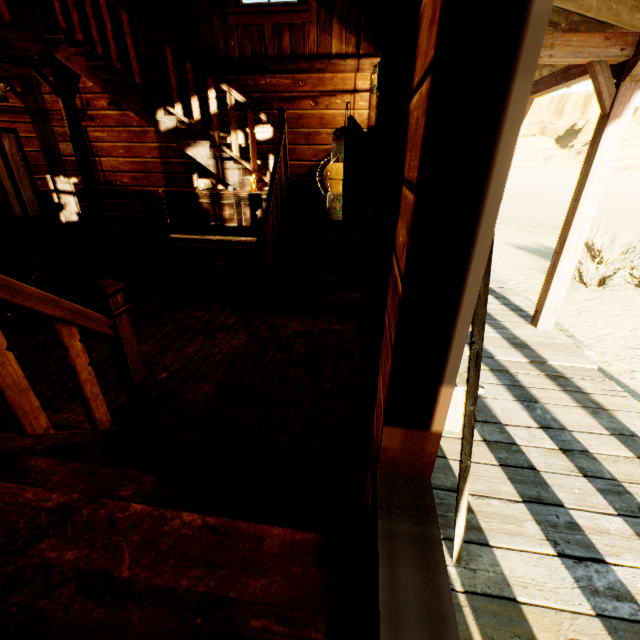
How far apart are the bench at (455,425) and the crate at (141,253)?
3.86m

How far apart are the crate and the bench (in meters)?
3.86

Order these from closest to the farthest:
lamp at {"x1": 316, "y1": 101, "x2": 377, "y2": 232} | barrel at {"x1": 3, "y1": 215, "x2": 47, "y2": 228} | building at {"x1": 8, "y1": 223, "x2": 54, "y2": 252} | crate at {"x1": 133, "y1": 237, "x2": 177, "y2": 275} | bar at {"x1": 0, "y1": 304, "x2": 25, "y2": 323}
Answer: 1. lamp at {"x1": 316, "y1": 101, "x2": 377, "y2": 232}
2. bar at {"x1": 0, "y1": 304, "x2": 25, "y2": 323}
3. crate at {"x1": 133, "y1": 237, "x2": 177, "y2": 275}
4. building at {"x1": 8, "y1": 223, "x2": 54, "y2": 252}
5. barrel at {"x1": 3, "y1": 215, "x2": 47, "y2": 228}

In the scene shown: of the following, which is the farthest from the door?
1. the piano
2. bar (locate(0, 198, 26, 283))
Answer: the piano

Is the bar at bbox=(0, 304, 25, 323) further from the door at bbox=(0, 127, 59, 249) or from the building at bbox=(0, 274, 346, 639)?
the door at bbox=(0, 127, 59, 249)

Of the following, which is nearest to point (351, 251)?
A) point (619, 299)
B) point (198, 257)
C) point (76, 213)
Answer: point (198, 257)

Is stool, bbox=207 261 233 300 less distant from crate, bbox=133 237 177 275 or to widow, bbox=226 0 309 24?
crate, bbox=133 237 177 275

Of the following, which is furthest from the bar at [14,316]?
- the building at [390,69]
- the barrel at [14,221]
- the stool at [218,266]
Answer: the barrel at [14,221]
